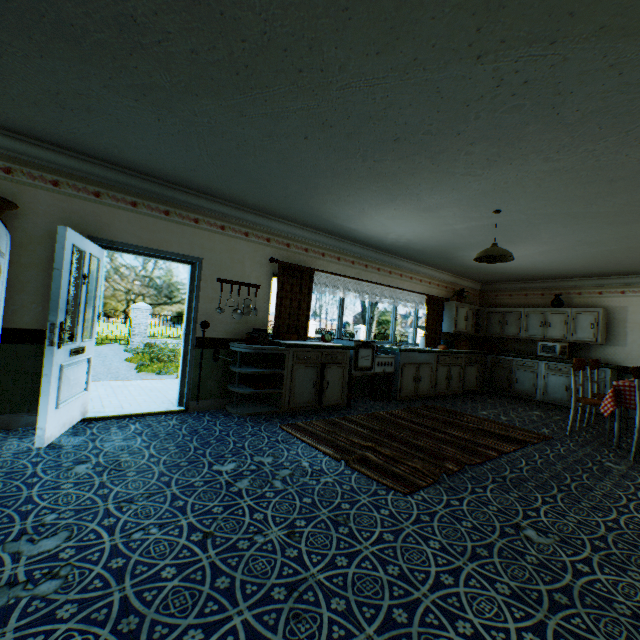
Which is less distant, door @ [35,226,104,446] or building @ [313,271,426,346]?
door @ [35,226,104,446]

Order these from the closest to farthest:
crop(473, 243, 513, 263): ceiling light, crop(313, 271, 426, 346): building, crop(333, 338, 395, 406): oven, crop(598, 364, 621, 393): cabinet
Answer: crop(473, 243, 513, 263): ceiling light → crop(333, 338, 395, 406): oven → crop(313, 271, 426, 346): building → crop(598, 364, 621, 393): cabinet

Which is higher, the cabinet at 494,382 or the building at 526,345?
the building at 526,345

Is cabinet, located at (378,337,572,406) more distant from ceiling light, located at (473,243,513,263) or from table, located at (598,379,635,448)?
ceiling light, located at (473,243,513,263)

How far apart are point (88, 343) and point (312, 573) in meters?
3.6

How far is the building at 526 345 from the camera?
8.9 meters

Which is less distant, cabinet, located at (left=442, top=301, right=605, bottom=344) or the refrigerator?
the refrigerator

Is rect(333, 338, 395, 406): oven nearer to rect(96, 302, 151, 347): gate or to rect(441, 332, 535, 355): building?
rect(441, 332, 535, 355): building
